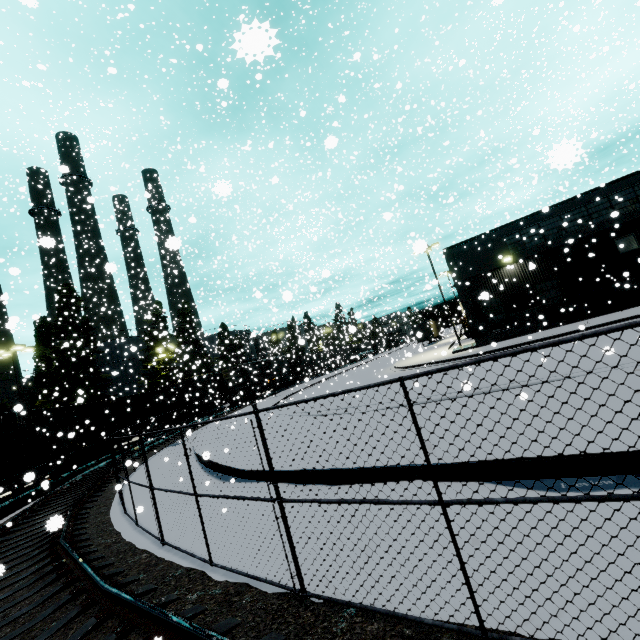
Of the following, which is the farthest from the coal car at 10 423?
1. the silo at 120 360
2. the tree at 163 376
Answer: the tree at 163 376

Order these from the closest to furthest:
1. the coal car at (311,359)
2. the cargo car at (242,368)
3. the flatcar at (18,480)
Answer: the flatcar at (18,480), the cargo car at (242,368), the coal car at (311,359)

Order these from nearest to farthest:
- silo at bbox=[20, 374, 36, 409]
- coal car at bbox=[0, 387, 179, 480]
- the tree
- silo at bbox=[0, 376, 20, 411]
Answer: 1. coal car at bbox=[0, 387, 179, 480]
2. the tree
3. silo at bbox=[0, 376, 20, 411]
4. silo at bbox=[20, 374, 36, 409]

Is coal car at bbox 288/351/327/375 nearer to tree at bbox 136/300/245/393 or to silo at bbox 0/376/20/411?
silo at bbox 0/376/20/411

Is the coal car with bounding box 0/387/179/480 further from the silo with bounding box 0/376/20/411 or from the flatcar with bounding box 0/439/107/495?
the silo with bounding box 0/376/20/411

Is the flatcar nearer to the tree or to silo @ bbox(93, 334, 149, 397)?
the tree

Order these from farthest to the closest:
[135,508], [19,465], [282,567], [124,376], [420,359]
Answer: [124,376] < [420,359] < [19,465] < [135,508] < [282,567]

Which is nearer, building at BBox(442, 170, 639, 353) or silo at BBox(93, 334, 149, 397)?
building at BBox(442, 170, 639, 353)
